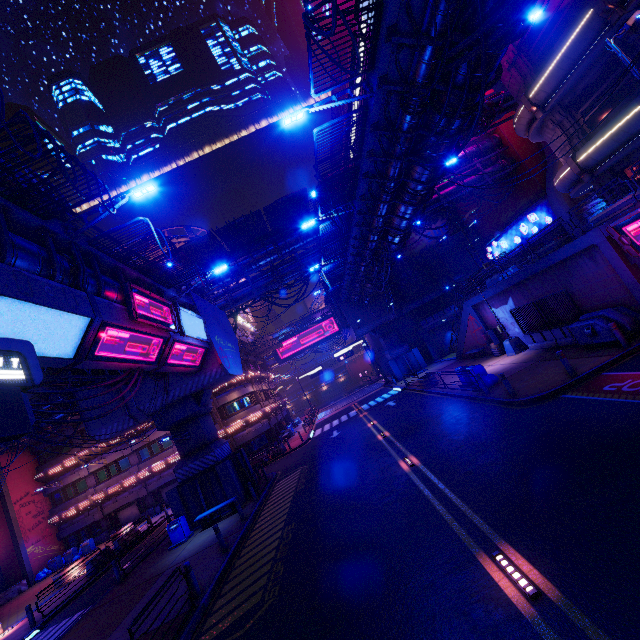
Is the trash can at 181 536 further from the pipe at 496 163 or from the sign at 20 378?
the sign at 20 378

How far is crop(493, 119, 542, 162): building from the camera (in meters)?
31.09

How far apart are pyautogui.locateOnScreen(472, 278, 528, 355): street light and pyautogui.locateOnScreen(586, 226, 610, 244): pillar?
8.92m

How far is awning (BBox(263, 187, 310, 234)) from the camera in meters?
26.8 m

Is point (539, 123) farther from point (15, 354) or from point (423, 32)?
point (15, 354)

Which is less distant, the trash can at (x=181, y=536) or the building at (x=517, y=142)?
the trash can at (x=181, y=536)

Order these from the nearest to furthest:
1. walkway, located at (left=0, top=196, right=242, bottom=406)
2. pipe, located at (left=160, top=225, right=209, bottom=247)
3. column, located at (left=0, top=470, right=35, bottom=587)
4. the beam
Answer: walkway, located at (left=0, top=196, right=242, bottom=406), the beam, column, located at (left=0, top=470, right=35, bottom=587), pipe, located at (left=160, top=225, right=209, bottom=247)

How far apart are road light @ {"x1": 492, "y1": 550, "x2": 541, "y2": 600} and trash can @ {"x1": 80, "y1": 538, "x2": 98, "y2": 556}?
38.7m
